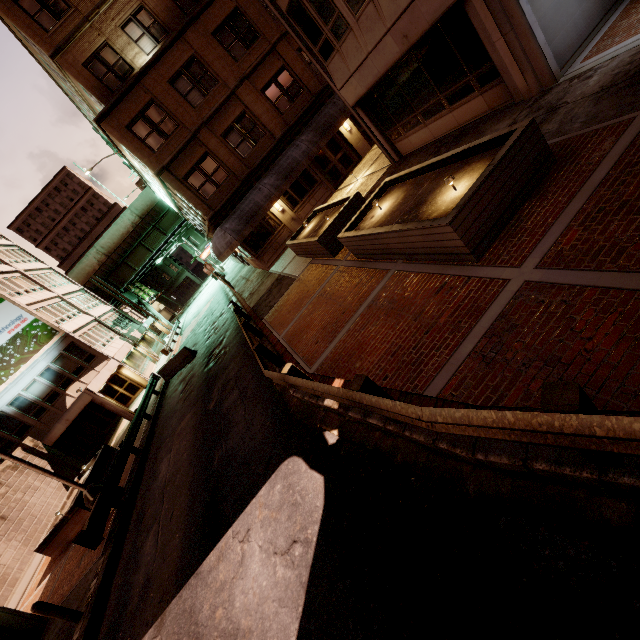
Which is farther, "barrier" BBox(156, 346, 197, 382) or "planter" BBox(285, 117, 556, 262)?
"barrier" BBox(156, 346, 197, 382)

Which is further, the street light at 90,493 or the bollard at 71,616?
the street light at 90,493

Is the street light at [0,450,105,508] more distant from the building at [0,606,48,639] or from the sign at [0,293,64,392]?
the sign at [0,293,64,392]

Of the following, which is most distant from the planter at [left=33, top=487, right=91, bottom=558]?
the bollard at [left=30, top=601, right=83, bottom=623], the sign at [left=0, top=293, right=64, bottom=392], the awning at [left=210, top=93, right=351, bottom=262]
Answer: the awning at [left=210, top=93, right=351, bottom=262]

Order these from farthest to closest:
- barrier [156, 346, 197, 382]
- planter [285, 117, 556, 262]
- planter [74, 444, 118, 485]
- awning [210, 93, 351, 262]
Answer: barrier [156, 346, 197, 382]
awning [210, 93, 351, 262]
planter [74, 444, 118, 485]
planter [285, 117, 556, 262]

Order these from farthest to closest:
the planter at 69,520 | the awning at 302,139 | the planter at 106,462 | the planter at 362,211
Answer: the awning at 302,139 → the planter at 106,462 → the planter at 69,520 → the planter at 362,211

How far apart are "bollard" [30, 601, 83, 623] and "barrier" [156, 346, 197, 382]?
13.9 meters

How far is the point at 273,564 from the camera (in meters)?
5.07
